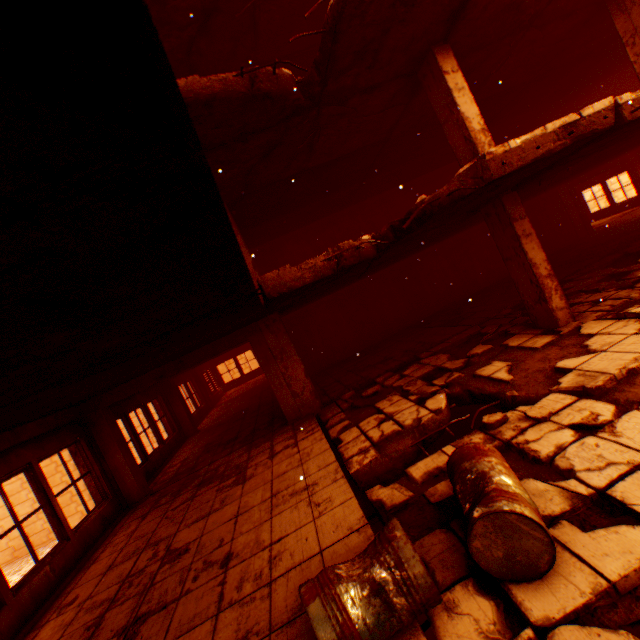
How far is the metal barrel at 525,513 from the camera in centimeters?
215cm

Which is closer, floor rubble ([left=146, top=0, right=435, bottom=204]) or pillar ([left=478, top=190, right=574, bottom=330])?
floor rubble ([left=146, top=0, right=435, bottom=204])

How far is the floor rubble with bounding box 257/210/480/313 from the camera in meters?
4.6 m

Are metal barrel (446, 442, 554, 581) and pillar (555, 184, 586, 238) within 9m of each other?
no

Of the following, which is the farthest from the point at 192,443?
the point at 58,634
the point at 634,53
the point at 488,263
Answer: the point at 634,53

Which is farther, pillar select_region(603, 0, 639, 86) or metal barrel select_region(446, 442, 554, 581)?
pillar select_region(603, 0, 639, 86)

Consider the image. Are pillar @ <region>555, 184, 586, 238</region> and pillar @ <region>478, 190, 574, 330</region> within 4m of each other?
no

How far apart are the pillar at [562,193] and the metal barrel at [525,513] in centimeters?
1683cm
